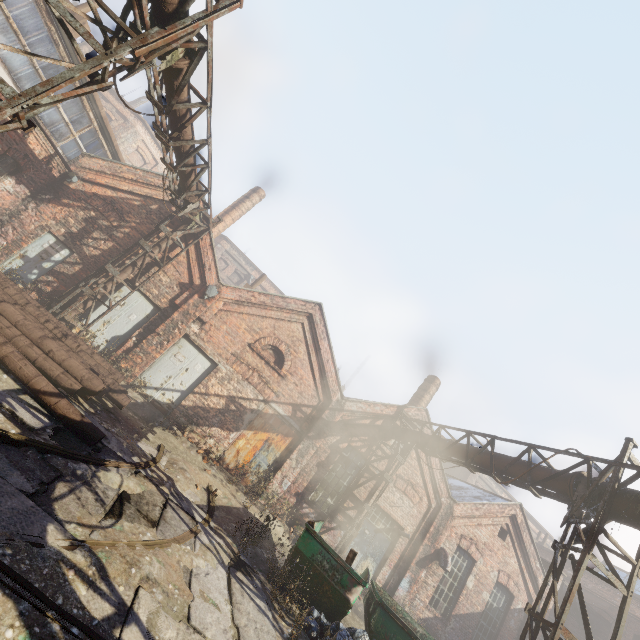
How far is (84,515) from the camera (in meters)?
4.24

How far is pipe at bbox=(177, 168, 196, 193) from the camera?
9.1 meters

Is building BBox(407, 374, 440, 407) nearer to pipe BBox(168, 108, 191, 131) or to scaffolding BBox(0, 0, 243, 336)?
pipe BBox(168, 108, 191, 131)

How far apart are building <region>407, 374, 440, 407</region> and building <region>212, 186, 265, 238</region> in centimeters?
1502cm

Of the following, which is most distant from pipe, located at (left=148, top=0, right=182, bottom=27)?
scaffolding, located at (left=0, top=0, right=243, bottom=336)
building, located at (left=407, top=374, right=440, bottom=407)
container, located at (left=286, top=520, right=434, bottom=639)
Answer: building, located at (left=407, top=374, right=440, bottom=407)

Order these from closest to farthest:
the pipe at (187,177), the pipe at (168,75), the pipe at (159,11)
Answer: the pipe at (159,11)
the pipe at (168,75)
the pipe at (187,177)

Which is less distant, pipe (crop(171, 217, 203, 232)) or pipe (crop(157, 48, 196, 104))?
pipe (crop(157, 48, 196, 104))

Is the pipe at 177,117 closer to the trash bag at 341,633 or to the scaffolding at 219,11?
the scaffolding at 219,11
